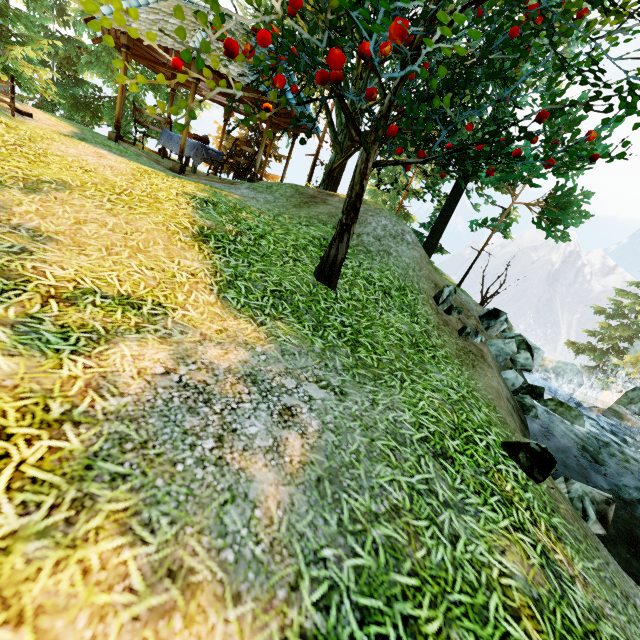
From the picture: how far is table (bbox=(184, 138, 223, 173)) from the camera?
10.4m

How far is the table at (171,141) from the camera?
10.5m

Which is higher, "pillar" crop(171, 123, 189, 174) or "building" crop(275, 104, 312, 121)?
"building" crop(275, 104, 312, 121)

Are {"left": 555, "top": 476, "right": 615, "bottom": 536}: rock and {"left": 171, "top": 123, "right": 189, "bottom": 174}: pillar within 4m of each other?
no

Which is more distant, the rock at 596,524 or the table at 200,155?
the table at 200,155

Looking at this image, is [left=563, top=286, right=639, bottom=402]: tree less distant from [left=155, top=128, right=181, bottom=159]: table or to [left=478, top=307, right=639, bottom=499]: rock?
[left=155, top=128, right=181, bottom=159]: table

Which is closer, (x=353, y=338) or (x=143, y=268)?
(x=143, y=268)

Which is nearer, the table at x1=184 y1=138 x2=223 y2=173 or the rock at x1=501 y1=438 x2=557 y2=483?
the rock at x1=501 y1=438 x2=557 y2=483
